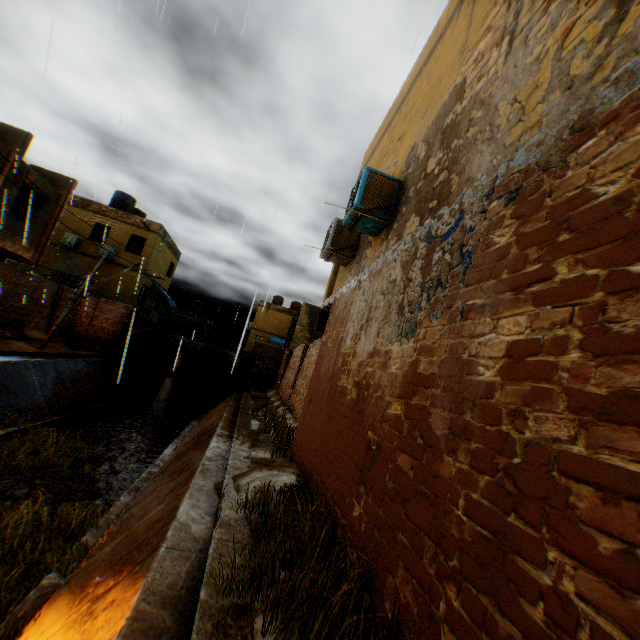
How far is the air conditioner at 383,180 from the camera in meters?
5.5 m

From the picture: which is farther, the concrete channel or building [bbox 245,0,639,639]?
the concrete channel

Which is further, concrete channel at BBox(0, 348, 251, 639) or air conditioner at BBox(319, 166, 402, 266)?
air conditioner at BBox(319, 166, 402, 266)

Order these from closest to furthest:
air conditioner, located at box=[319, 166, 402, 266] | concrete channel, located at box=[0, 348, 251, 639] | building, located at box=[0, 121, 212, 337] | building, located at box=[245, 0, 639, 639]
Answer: building, located at box=[245, 0, 639, 639], concrete channel, located at box=[0, 348, 251, 639], air conditioner, located at box=[319, 166, 402, 266], building, located at box=[0, 121, 212, 337]

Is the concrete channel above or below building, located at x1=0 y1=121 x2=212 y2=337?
below

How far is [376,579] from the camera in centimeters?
277cm

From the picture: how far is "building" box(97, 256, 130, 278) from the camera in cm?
2308

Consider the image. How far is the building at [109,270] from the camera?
23.1 meters
